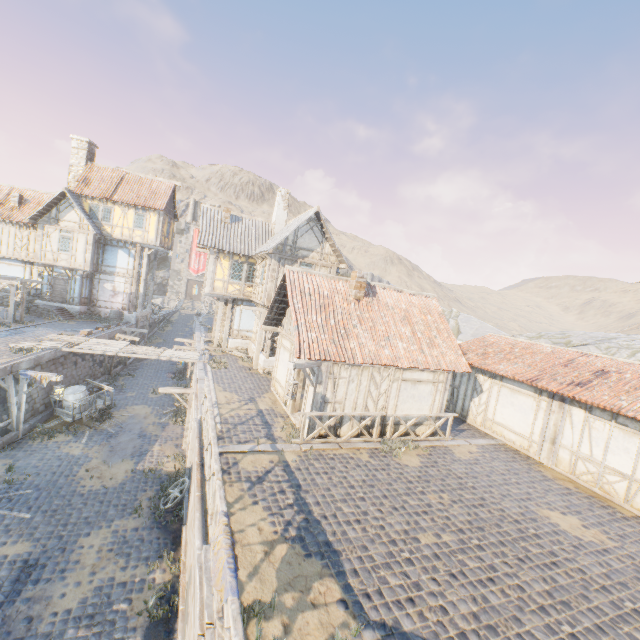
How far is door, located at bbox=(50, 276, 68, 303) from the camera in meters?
25.8

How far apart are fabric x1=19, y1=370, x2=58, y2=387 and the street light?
11.2m

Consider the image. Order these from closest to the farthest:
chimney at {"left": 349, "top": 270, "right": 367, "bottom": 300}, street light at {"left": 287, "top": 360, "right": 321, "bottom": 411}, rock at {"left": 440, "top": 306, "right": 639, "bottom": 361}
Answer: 1. street light at {"left": 287, "top": 360, "right": 321, "bottom": 411}
2. chimney at {"left": 349, "top": 270, "right": 367, "bottom": 300}
3. rock at {"left": 440, "top": 306, "right": 639, "bottom": 361}

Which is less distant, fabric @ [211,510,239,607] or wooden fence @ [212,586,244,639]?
wooden fence @ [212,586,244,639]

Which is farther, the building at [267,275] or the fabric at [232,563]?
the building at [267,275]

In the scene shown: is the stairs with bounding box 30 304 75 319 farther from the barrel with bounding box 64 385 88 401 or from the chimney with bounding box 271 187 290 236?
the chimney with bounding box 271 187 290 236

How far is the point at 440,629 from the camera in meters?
5.3 m

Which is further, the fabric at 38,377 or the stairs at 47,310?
the stairs at 47,310
